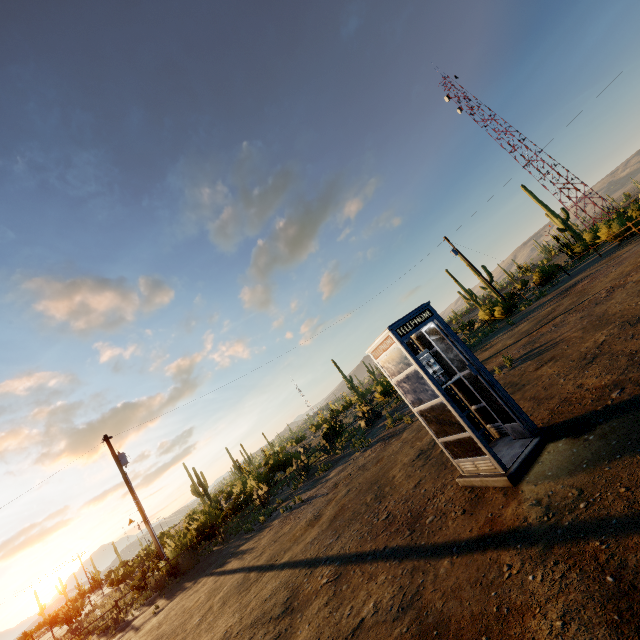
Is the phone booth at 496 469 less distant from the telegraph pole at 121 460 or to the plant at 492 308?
the telegraph pole at 121 460

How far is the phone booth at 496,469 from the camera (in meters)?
4.61

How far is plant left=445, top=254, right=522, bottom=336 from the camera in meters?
25.4 m

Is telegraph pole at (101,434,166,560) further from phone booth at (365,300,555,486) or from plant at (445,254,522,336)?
plant at (445,254,522,336)

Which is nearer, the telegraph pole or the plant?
the telegraph pole

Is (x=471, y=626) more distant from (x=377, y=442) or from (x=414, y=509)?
(x=377, y=442)

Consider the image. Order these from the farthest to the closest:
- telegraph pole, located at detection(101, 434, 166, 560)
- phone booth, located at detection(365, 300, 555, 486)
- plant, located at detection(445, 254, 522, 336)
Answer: plant, located at detection(445, 254, 522, 336) < telegraph pole, located at detection(101, 434, 166, 560) < phone booth, located at detection(365, 300, 555, 486)
